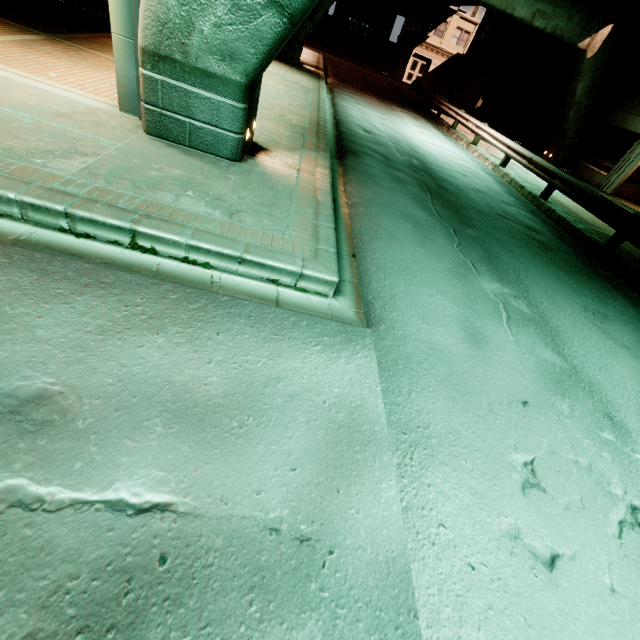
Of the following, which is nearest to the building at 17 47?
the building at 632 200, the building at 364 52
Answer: the building at 632 200

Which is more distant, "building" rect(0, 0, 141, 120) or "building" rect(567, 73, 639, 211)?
"building" rect(567, 73, 639, 211)

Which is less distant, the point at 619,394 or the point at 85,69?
the point at 619,394

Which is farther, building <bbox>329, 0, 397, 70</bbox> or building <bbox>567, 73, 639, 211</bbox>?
building <bbox>329, 0, 397, 70</bbox>

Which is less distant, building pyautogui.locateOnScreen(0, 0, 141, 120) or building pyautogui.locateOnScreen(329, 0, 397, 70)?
building pyautogui.locateOnScreen(0, 0, 141, 120)

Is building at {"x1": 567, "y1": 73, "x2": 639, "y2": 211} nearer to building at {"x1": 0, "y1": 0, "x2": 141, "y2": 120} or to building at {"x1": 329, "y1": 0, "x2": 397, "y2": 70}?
building at {"x1": 0, "y1": 0, "x2": 141, "y2": 120}

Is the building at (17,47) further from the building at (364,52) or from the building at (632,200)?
the building at (364,52)

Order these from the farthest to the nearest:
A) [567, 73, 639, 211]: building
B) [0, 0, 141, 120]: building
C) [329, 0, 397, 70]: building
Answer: [329, 0, 397, 70]: building, [567, 73, 639, 211]: building, [0, 0, 141, 120]: building
